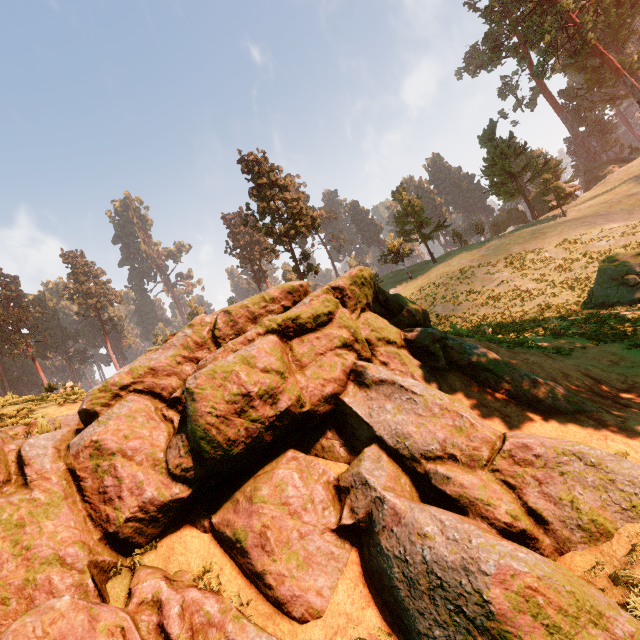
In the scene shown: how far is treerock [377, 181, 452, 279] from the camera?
47.1m

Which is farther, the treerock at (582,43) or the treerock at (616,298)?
the treerock at (582,43)

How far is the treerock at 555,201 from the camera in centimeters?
4175cm

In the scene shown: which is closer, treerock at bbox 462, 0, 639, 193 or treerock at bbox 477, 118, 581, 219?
treerock at bbox 462, 0, 639, 193

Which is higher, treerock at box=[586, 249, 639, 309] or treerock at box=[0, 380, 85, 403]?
treerock at box=[0, 380, 85, 403]

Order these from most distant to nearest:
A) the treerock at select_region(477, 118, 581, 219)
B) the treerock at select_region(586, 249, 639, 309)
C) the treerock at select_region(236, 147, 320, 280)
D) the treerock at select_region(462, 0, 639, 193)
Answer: the treerock at select_region(477, 118, 581, 219) < the treerock at select_region(462, 0, 639, 193) < the treerock at select_region(236, 147, 320, 280) < the treerock at select_region(586, 249, 639, 309)

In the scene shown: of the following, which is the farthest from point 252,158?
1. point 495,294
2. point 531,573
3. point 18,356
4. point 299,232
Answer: point 18,356
